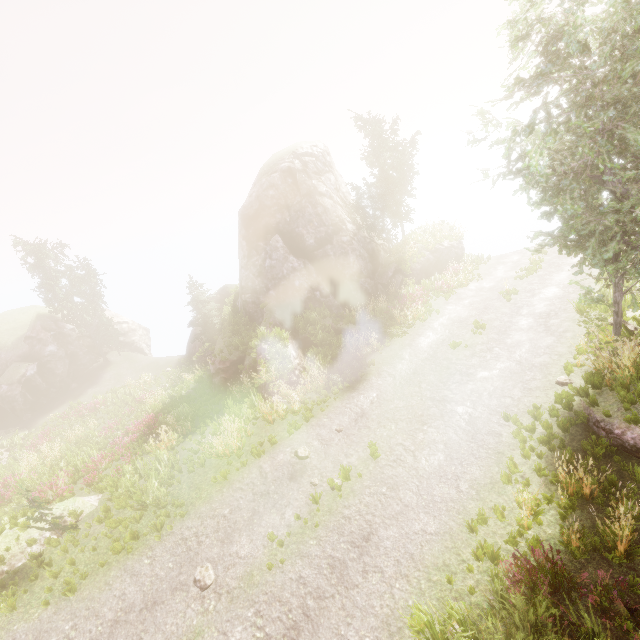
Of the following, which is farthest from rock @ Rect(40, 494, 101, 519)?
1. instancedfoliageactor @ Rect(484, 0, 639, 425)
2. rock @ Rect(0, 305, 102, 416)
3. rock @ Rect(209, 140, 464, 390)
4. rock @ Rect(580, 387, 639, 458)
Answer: rock @ Rect(0, 305, 102, 416)

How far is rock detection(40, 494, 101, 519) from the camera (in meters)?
11.09

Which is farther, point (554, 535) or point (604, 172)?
point (604, 172)

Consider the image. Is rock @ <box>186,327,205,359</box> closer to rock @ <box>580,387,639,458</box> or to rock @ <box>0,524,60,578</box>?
rock @ <box>0,524,60,578</box>

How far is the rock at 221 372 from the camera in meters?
16.8

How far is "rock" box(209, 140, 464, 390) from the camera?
22.1m

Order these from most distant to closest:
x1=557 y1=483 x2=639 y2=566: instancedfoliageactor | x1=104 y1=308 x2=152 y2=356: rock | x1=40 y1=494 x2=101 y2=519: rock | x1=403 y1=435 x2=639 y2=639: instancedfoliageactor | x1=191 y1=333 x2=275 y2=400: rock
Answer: x1=104 y1=308 x2=152 y2=356: rock, x1=191 y1=333 x2=275 y2=400: rock, x1=40 y1=494 x2=101 y2=519: rock, x1=557 y1=483 x2=639 y2=566: instancedfoliageactor, x1=403 y1=435 x2=639 y2=639: instancedfoliageactor

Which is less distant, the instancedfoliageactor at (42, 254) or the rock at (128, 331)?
the instancedfoliageactor at (42, 254)
